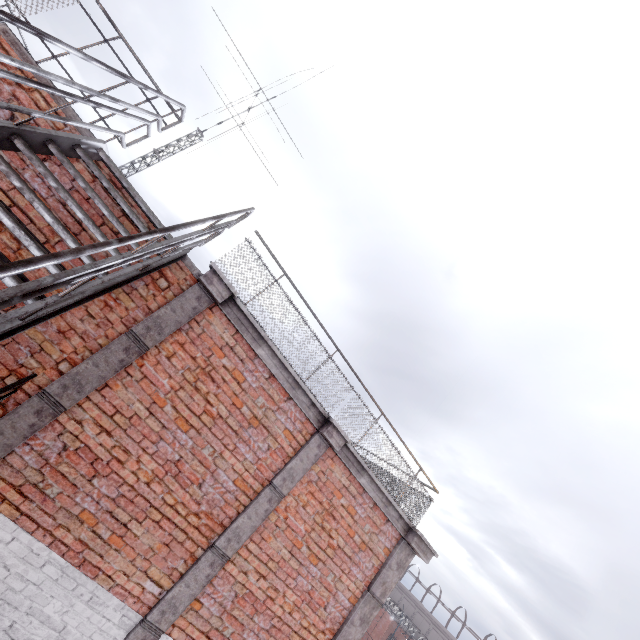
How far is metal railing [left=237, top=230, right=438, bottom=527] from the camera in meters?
4.7 m

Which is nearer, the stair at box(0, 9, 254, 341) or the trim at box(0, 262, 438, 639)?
the stair at box(0, 9, 254, 341)

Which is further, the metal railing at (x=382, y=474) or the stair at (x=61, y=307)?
the metal railing at (x=382, y=474)

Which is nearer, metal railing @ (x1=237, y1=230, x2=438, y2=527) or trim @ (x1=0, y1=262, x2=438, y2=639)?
trim @ (x1=0, y1=262, x2=438, y2=639)

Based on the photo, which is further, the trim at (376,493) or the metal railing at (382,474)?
the metal railing at (382,474)

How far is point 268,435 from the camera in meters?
4.6

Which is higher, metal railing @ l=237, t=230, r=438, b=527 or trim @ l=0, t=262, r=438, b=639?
metal railing @ l=237, t=230, r=438, b=527

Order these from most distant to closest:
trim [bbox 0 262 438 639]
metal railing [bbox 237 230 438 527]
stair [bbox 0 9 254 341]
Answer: metal railing [bbox 237 230 438 527], trim [bbox 0 262 438 639], stair [bbox 0 9 254 341]
